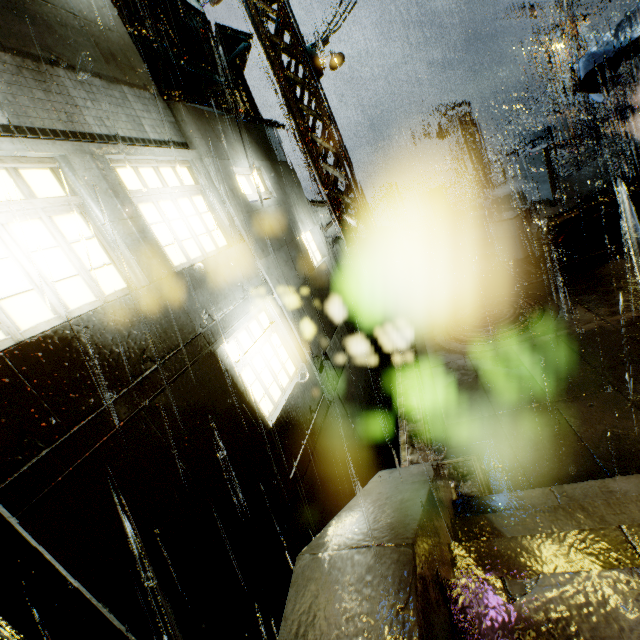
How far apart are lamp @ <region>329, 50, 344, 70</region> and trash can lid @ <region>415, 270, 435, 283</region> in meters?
7.4

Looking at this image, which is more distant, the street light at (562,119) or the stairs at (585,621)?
the street light at (562,119)

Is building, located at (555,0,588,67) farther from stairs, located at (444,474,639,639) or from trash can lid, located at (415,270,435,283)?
trash can lid, located at (415,270,435,283)

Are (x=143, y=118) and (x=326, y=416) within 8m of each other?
yes

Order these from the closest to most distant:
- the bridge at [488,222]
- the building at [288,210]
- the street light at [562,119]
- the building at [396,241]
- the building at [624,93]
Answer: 1. the building at [288,210]
2. the bridge at [488,222]
3. the street light at [562,119]
4. the building at [396,241]
5. the building at [624,93]

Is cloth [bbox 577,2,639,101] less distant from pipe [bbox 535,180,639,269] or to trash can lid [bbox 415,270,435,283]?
pipe [bbox 535,180,639,269]

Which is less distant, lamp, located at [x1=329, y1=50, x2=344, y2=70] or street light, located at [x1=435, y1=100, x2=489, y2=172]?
lamp, located at [x1=329, y1=50, x2=344, y2=70]

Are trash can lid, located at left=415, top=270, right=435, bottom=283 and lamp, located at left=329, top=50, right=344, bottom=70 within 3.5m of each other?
no
